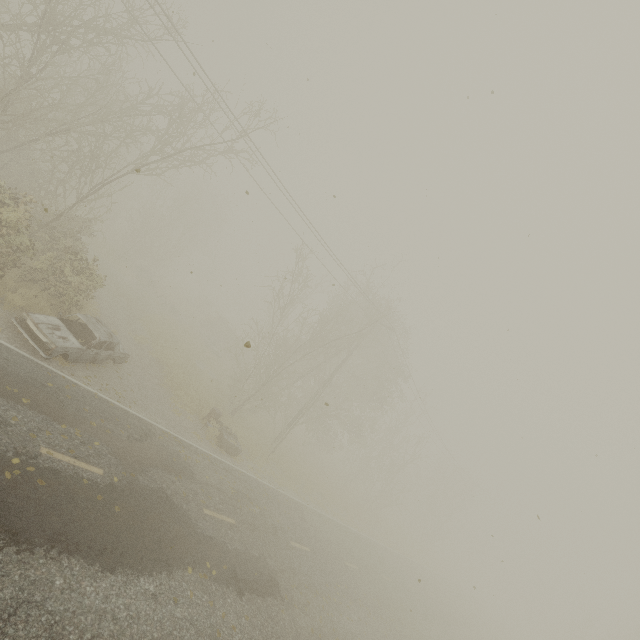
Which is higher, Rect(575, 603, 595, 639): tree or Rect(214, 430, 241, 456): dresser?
Rect(575, 603, 595, 639): tree

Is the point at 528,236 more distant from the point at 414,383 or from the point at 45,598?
the point at 414,383

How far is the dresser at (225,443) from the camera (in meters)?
15.48

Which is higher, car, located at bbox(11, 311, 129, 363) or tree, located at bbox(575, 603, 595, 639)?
tree, located at bbox(575, 603, 595, 639)

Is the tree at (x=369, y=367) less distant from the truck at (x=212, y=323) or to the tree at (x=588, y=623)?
the tree at (x=588, y=623)

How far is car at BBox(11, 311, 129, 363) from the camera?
9.8 meters

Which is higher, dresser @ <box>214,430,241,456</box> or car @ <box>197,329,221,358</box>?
car @ <box>197,329,221,358</box>

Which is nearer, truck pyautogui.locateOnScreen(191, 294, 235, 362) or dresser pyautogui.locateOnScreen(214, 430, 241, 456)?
dresser pyautogui.locateOnScreen(214, 430, 241, 456)
